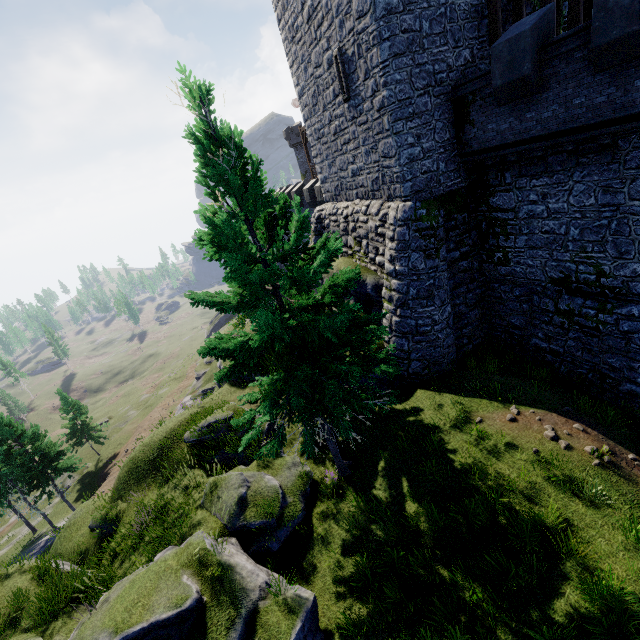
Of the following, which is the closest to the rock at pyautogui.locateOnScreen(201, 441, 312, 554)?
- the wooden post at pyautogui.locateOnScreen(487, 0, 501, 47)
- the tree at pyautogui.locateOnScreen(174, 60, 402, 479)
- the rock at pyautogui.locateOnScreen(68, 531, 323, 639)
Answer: the rock at pyautogui.locateOnScreen(68, 531, 323, 639)

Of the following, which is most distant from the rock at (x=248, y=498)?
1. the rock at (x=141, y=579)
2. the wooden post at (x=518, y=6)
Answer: the wooden post at (x=518, y=6)

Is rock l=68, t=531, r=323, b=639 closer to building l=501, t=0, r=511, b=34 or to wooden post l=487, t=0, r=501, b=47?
building l=501, t=0, r=511, b=34

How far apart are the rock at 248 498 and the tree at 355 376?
6.5m

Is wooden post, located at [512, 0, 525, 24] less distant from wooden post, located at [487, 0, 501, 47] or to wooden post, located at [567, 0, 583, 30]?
wooden post, located at [487, 0, 501, 47]

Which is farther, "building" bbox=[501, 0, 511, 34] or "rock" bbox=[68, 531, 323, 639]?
"building" bbox=[501, 0, 511, 34]

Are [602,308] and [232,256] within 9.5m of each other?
no

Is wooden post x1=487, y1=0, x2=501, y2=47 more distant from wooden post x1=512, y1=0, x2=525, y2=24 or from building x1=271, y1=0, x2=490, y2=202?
wooden post x1=512, y1=0, x2=525, y2=24
